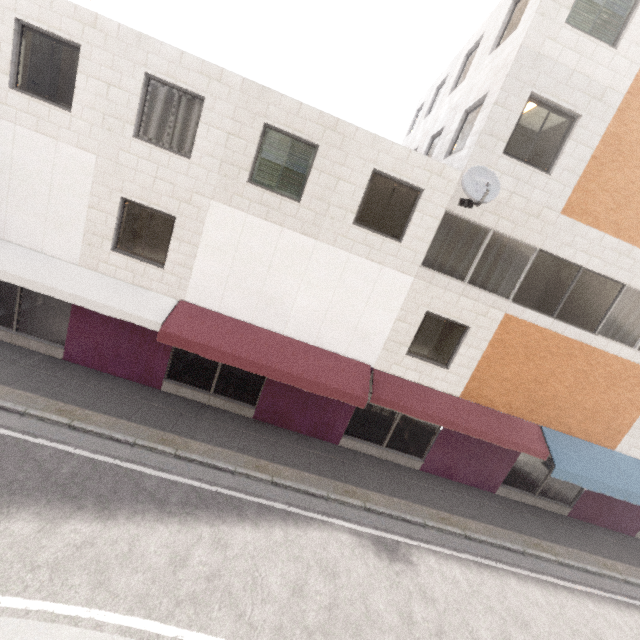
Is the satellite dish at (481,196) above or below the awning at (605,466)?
above

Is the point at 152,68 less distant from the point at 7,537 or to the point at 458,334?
the point at 7,537

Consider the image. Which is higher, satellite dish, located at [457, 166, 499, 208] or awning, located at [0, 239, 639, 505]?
satellite dish, located at [457, 166, 499, 208]

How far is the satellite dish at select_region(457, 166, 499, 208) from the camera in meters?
8.0

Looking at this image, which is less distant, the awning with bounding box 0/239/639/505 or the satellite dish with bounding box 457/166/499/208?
the satellite dish with bounding box 457/166/499/208

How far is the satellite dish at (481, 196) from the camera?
8.0m
